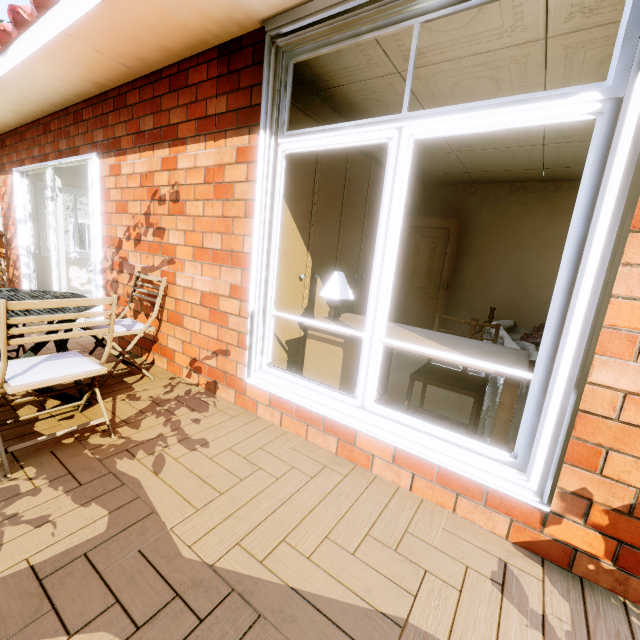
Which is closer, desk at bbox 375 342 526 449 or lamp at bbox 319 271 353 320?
desk at bbox 375 342 526 449

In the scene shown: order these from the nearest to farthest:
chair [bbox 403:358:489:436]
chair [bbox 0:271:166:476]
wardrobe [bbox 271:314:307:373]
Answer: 1. chair [bbox 0:271:166:476]
2. chair [bbox 403:358:489:436]
3. wardrobe [bbox 271:314:307:373]

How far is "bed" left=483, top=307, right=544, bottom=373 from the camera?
3.4m

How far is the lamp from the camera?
2.4m

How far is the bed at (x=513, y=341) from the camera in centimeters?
337cm

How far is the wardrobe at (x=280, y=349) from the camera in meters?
2.8 m

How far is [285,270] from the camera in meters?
2.7

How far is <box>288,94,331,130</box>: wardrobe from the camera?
2.39m
